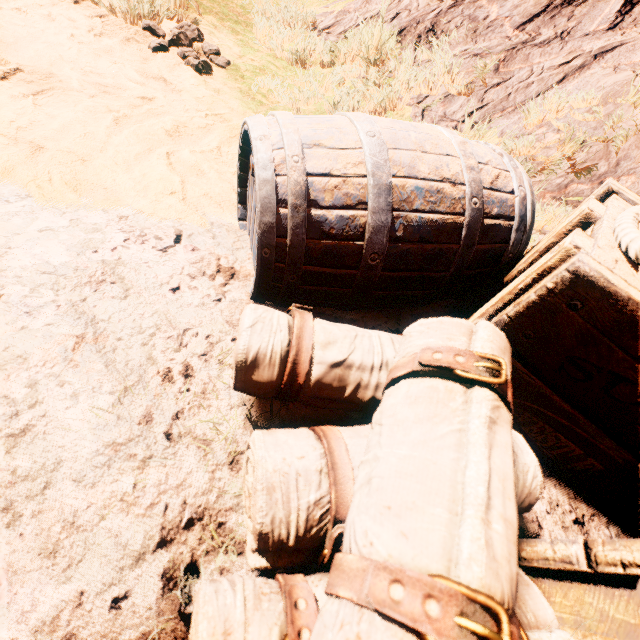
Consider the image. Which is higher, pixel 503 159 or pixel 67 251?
pixel 503 159

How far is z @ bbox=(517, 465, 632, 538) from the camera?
0.9 meters

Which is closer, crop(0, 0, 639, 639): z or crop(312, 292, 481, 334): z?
crop(0, 0, 639, 639): z

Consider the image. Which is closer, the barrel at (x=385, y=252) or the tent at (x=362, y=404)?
the tent at (x=362, y=404)

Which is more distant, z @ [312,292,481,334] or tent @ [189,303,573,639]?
z @ [312,292,481,334]

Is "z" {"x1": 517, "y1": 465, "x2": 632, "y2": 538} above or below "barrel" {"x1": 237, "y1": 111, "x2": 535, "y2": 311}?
below

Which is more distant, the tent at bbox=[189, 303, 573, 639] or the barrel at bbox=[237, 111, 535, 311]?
the barrel at bbox=[237, 111, 535, 311]

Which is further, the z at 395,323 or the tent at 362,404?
the z at 395,323
